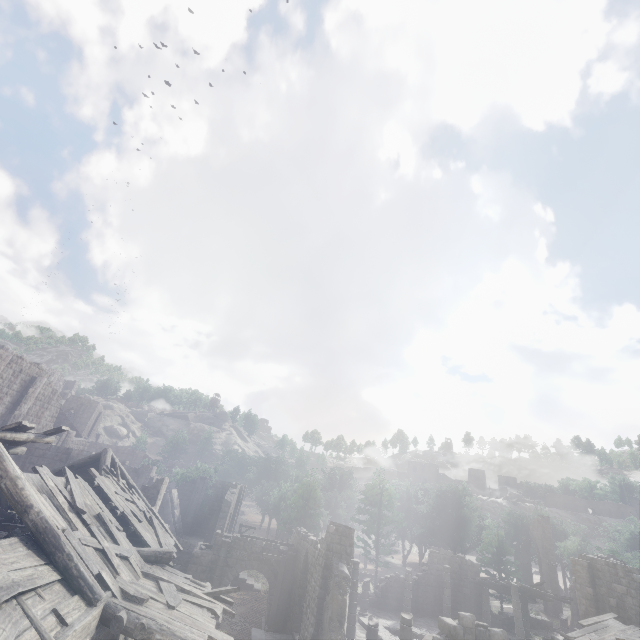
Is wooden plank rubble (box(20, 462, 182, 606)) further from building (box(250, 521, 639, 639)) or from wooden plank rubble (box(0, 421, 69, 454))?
wooden plank rubble (box(0, 421, 69, 454))

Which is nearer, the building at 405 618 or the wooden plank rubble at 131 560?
the wooden plank rubble at 131 560

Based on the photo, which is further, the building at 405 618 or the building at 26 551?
the building at 405 618

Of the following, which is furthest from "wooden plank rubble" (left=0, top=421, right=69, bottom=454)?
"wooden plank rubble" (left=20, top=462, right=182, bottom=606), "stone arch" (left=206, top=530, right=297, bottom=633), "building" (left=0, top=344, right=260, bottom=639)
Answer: "stone arch" (left=206, top=530, right=297, bottom=633)

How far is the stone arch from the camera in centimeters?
2034cm

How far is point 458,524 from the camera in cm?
4778

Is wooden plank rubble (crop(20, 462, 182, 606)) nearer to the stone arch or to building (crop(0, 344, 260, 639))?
building (crop(0, 344, 260, 639))

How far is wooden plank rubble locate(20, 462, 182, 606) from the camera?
8.03m
